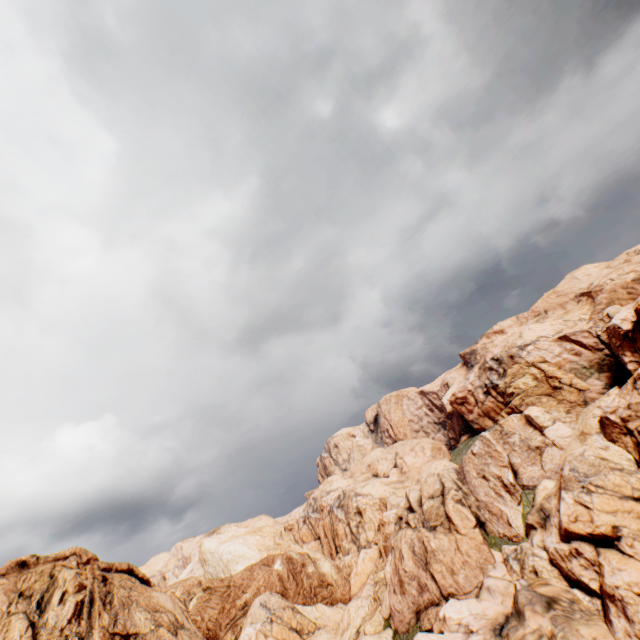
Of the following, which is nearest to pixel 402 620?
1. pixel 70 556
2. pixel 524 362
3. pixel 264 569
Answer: pixel 264 569
